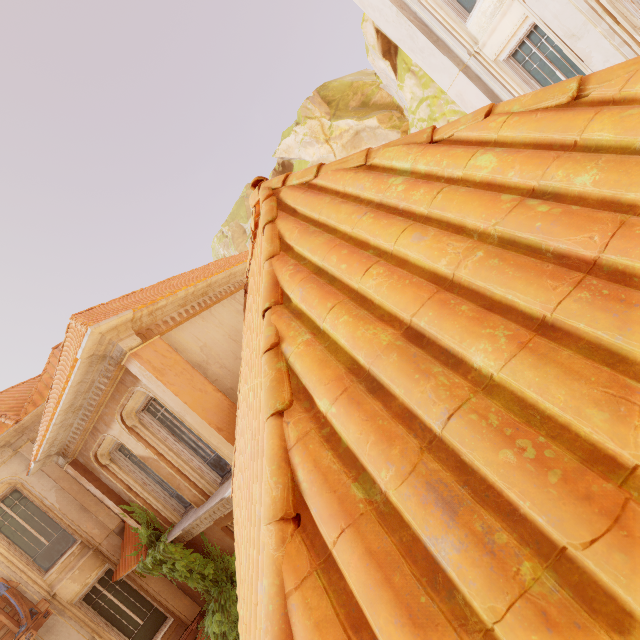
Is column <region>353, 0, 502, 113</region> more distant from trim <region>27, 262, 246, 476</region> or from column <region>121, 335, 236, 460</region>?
column <region>121, 335, 236, 460</region>

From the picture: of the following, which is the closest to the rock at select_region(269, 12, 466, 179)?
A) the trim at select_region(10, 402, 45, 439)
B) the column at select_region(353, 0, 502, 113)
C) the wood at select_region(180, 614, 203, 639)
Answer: the column at select_region(353, 0, 502, 113)

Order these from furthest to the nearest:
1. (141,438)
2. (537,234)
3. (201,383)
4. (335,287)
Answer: A: (141,438) → (201,383) → (335,287) → (537,234)

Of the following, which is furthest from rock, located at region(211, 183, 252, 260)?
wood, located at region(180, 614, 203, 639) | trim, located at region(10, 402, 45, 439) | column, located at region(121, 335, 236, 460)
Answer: wood, located at region(180, 614, 203, 639)

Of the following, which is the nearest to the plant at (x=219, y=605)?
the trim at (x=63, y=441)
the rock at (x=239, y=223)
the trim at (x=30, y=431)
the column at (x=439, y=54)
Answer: the trim at (x=63, y=441)

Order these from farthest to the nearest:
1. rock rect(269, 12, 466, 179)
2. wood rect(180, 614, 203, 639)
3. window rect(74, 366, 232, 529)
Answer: rock rect(269, 12, 466, 179), wood rect(180, 614, 203, 639), window rect(74, 366, 232, 529)

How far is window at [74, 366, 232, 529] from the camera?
7.2 meters

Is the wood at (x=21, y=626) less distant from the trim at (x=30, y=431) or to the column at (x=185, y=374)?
the trim at (x=30, y=431)
